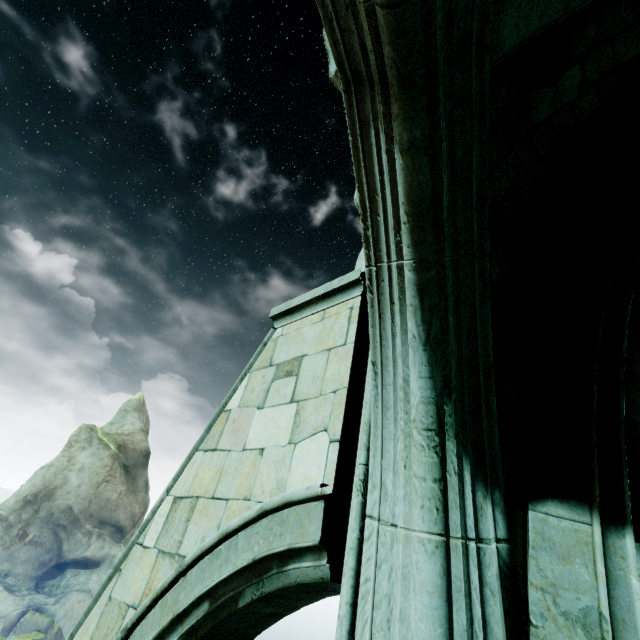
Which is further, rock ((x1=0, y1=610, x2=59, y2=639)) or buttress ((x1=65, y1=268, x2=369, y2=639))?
rock ((x1=0, y1=610, x2=59, y2=639))

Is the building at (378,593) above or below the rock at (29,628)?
above

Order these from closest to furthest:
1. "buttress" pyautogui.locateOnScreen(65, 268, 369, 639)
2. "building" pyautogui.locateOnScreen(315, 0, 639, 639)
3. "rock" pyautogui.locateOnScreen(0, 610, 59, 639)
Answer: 1. "building" pyautogui.locateOnScreen(315, 0, 639, 639)
2. "buttress" pyautogui.locateOnScreen(65, 268, 369, 639)
3. "rock" pyautogui.locateOnScreen(0, 610, 59, 639)

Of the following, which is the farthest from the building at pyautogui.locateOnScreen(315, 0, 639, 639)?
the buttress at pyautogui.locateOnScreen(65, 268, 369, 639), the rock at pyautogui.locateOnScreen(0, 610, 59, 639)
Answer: the rock at pyautogui.locateOnScreen(0, 610, 59, 639)

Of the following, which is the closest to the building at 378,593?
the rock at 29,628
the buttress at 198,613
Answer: the buttress at 198,613

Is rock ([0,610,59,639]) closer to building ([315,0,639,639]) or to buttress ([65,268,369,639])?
buttress ([65,268,369,639])

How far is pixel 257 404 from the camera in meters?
3.1
